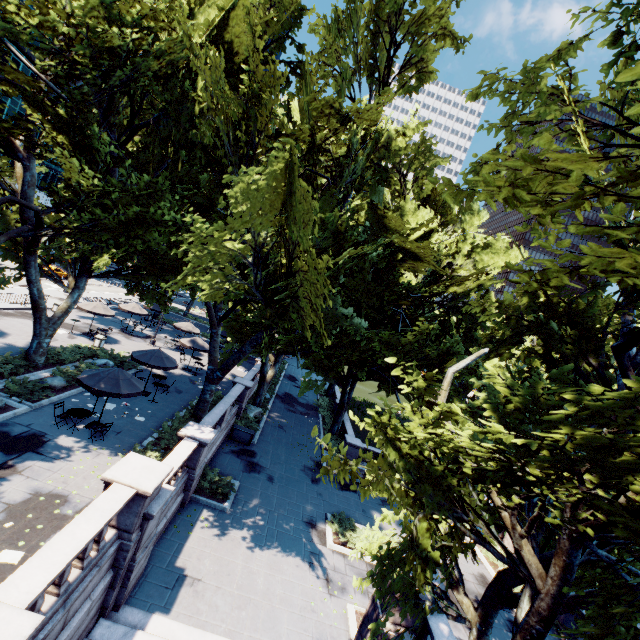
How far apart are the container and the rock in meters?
9.8

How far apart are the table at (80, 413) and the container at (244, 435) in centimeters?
914cm

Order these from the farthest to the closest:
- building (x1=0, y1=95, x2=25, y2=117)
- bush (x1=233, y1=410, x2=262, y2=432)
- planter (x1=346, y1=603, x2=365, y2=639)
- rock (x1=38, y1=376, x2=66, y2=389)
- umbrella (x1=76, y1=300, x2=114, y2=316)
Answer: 1. building (x1=0, y1=95, x2=25, y2=117)
2. umbrella (x1=76, y1=300, x2=114, y2=316)
3. bush (x1=233, y1=410, x2=262, y2=432)
4. rock (x1=38, y1=376, x2=66, y2=389)
5. planter (x1=346, y1=603, x2=365, y2=639)

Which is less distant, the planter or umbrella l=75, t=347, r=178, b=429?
the planter

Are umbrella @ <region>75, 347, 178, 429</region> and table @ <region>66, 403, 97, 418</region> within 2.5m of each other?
yes

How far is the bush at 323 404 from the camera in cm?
3087

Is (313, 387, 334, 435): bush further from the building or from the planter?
the building

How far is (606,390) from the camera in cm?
620
